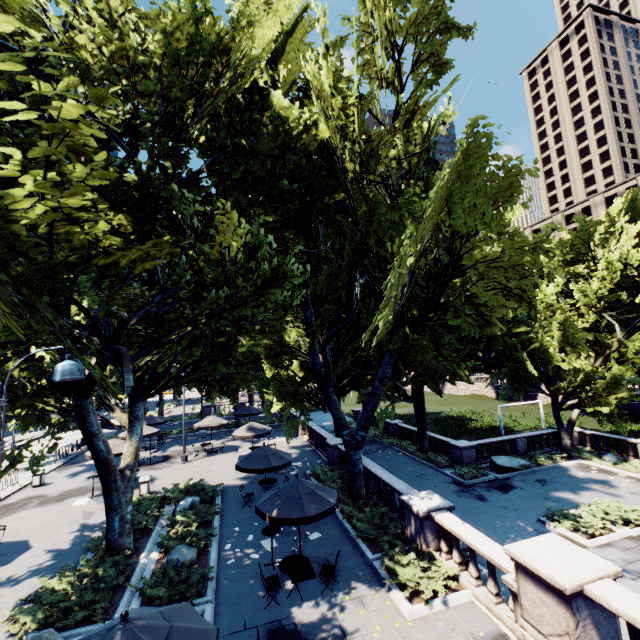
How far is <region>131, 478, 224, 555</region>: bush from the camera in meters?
12.6 m

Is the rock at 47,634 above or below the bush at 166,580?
above

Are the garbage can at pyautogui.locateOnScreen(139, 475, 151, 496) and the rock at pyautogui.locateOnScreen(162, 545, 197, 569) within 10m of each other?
yes

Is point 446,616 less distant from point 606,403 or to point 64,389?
Answer: point 64,389

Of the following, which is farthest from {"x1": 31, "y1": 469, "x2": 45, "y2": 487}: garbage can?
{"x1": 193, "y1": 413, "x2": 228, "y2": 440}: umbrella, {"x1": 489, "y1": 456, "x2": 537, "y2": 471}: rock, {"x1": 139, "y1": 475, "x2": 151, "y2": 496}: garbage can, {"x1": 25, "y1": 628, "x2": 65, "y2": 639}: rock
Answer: {"x1": 489, "y1": 456, "x2": 537, "y2": 471}: rock

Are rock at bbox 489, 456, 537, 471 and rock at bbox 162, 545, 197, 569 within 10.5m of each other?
no

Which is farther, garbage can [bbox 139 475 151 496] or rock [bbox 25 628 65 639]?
garbage can [bbox 139 475 151 496]

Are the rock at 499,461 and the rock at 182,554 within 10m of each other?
no
